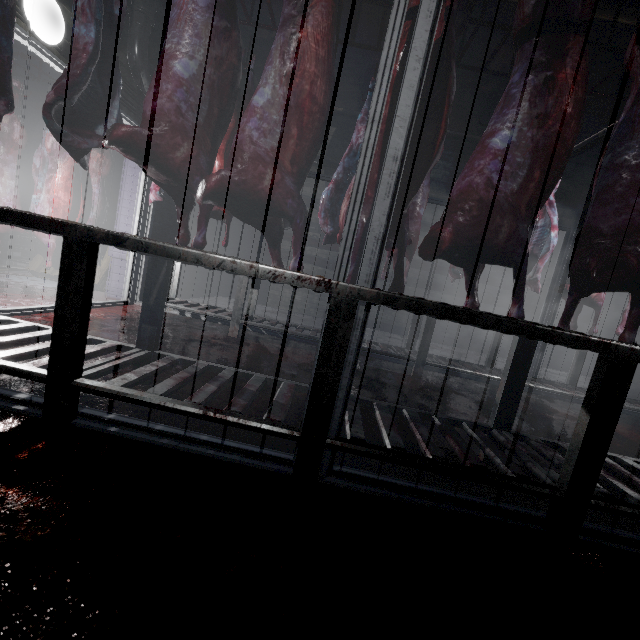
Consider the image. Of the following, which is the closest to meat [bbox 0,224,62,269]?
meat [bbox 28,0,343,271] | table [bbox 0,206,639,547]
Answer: table [bbox 0,206,639,547]

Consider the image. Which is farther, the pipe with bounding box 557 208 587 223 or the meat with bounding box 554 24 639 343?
the pipe with bounding box 557 208 587 223

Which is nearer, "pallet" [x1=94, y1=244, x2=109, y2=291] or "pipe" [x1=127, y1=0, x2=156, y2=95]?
"pipe" [x1=127, y1=0, x2=156, y2=95]

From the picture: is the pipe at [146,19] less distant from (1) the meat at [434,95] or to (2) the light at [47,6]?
(2) the light at [47,6]

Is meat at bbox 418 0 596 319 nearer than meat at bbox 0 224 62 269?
Yes

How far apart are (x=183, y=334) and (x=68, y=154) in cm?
246

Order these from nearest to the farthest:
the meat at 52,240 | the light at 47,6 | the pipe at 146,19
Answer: the light at 47,6 < the pipe at 146,19 < the meat at 52,240
